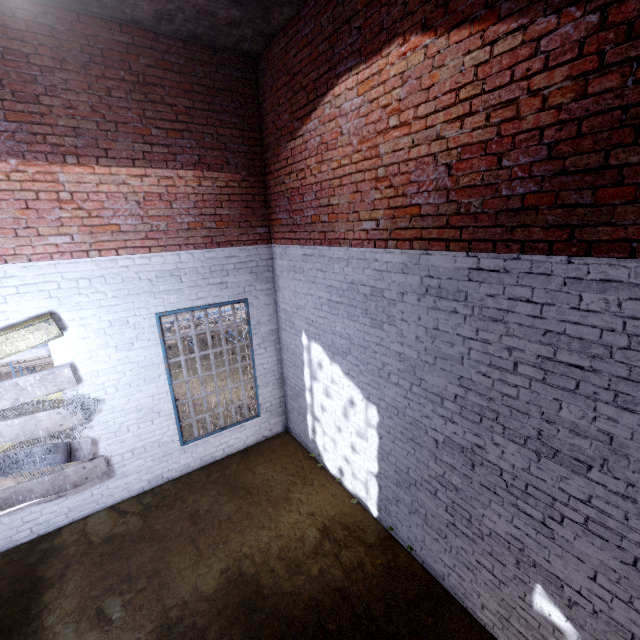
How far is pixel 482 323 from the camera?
2.9m

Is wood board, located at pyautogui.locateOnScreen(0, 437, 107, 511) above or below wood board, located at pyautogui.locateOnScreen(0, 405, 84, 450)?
below

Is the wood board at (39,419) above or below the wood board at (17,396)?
below

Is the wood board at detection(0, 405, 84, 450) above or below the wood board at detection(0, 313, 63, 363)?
below

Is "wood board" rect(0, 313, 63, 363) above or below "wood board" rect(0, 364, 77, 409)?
above
